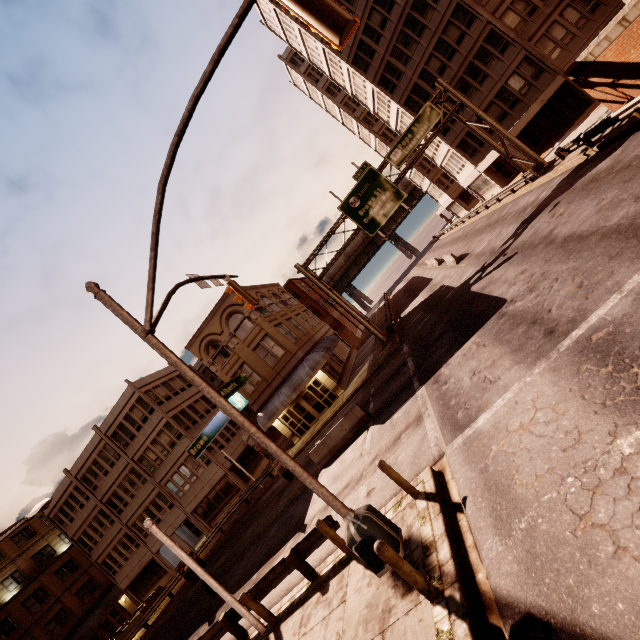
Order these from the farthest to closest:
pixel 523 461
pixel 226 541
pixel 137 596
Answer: pixel 137 596, pixel 226 541, pixel 523 461

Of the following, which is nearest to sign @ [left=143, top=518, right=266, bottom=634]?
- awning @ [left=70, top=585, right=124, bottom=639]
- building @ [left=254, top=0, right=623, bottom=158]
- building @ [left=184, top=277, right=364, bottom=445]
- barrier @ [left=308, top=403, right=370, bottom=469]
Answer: barrier @ [left=308, top=403, right=370, bottom=469]

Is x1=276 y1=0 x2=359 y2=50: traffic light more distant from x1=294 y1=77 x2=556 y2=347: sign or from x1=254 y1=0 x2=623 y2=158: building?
x1=254 y1=0 x2=623 y2=158: building

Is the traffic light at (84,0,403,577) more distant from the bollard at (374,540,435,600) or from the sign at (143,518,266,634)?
the sign at (143,518,266,634)

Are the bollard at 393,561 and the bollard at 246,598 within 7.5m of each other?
yes

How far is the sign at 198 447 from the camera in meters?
7.5

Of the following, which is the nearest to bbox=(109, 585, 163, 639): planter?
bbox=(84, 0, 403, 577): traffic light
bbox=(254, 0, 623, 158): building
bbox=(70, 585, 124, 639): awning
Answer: bbox=(70, 585, 124, 639): awning

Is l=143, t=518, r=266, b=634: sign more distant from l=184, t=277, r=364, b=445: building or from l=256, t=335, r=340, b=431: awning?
l=184, t=277, r=364, b=445: building
